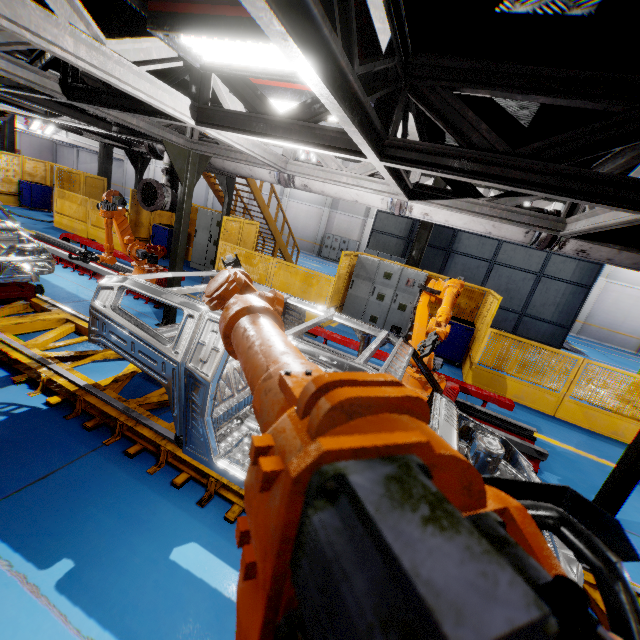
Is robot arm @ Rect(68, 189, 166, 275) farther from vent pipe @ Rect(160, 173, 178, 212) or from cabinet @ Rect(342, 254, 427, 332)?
cabinet @ Rect(342, 254, 427, 332)

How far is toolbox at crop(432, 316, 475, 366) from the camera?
8.7 meters

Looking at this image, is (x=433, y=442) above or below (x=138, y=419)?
above

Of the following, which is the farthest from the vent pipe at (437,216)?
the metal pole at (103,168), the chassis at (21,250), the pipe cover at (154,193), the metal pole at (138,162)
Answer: the metal pole at (103,168)

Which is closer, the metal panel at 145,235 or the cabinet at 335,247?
the metal panel at 145,235

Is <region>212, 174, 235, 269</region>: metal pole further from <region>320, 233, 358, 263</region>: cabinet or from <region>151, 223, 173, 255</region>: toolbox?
<region>320, 233, 358, 263</region>: cabinet

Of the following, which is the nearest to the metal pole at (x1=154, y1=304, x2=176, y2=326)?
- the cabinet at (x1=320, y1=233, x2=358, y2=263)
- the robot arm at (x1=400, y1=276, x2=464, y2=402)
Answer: the robot arm at (x1=400, y1=276, x2=464, y2=402)

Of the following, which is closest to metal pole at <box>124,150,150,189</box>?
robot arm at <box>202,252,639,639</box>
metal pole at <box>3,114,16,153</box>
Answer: robot arm at <box>202,252,639,639</box>
